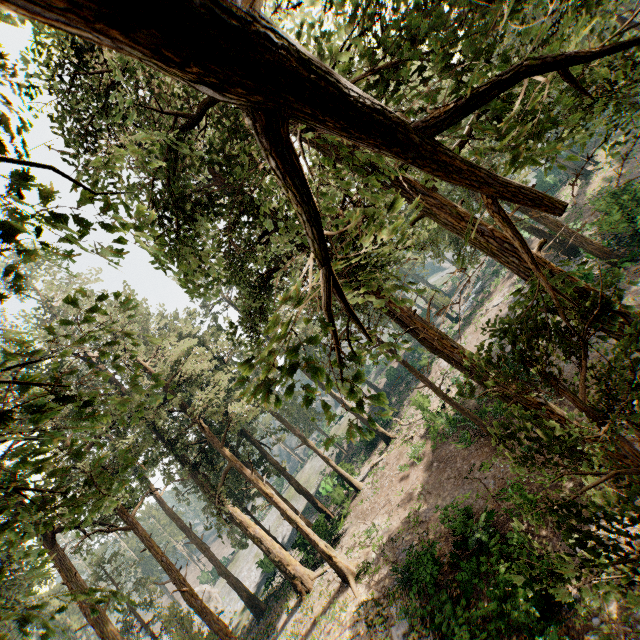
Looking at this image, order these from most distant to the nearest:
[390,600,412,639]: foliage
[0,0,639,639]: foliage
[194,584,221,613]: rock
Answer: [194,584,221,613]: rock < [390,600,412,639]: foliage < [0,0,639,639]: foliage

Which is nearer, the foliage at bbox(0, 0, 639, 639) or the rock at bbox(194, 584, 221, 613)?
the foliage at bbox(0, 0, 639, 639)

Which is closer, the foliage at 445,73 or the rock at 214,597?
the foliage at 445,73

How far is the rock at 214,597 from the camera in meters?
45.0

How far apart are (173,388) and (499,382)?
4.6 meters

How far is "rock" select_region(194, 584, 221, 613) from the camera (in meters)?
45.03

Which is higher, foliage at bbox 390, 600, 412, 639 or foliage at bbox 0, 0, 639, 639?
foliage at bbox 0, 0, 639, 639

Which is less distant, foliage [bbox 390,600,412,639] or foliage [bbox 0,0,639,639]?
foliage [bbox 0,0,639,639]
